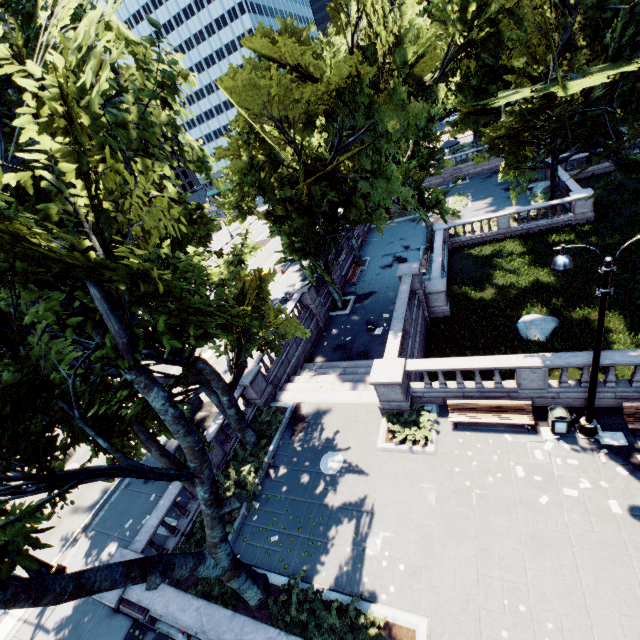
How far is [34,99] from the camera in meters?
5.1 m

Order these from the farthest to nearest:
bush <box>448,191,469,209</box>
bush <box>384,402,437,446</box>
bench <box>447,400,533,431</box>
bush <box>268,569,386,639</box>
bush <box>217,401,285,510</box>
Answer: bush <box>448,191,469,209</box>
bush <box>217,401,285,510</box>
bush <box>384,402,437,446</box>
bench <box>447,400,533,431</box>
bush <box>268,569,386,639</box>

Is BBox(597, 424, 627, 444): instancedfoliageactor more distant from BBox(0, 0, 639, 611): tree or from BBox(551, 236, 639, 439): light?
BBox(0, 0, 639, 611): tree

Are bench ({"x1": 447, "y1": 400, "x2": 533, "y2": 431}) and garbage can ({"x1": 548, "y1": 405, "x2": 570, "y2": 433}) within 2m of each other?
yes

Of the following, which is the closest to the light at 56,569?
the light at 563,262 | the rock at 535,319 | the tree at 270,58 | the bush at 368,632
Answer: the tree at 270,58

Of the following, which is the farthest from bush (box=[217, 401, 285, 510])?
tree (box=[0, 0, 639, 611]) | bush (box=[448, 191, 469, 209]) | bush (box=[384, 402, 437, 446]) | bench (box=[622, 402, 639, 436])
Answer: bush (box=[448, 191, 469, 209])

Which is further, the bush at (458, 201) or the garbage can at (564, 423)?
the bush at (458, 201)

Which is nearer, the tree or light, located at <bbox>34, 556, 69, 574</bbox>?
the tree
